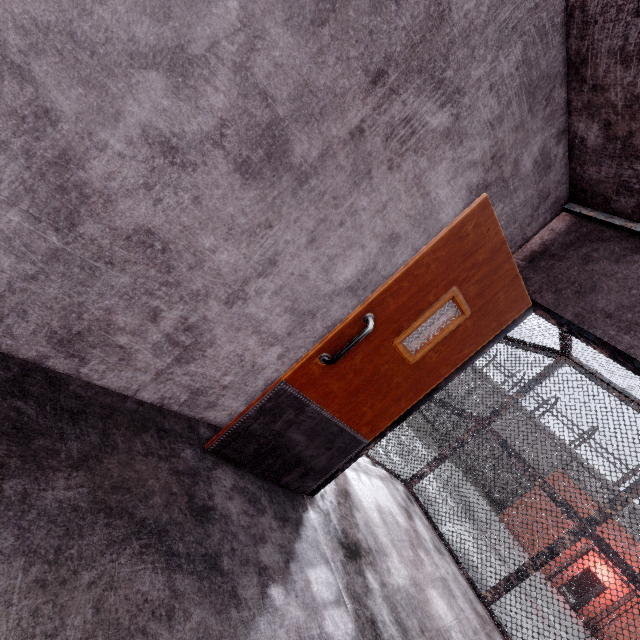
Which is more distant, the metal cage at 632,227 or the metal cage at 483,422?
the metal cage at 483,422

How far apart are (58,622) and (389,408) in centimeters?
188cm

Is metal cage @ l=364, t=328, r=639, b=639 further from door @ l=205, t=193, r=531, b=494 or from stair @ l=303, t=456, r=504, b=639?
door @ l=205, t=193, r=531, b=494

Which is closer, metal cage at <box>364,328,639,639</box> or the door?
the door

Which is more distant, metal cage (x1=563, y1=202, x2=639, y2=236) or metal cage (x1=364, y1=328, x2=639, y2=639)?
metal cage (x1=364, y1=328, x2=639, y2=639)

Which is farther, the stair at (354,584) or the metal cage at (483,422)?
the metal cage at (483,422)

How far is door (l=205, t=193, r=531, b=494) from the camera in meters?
1.8

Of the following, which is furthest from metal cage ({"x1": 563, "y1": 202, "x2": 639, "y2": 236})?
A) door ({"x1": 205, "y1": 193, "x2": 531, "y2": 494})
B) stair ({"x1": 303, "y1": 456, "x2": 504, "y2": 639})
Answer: door ({"x1": 205, "y1": 193, "x2": 531, "y2": 494})
